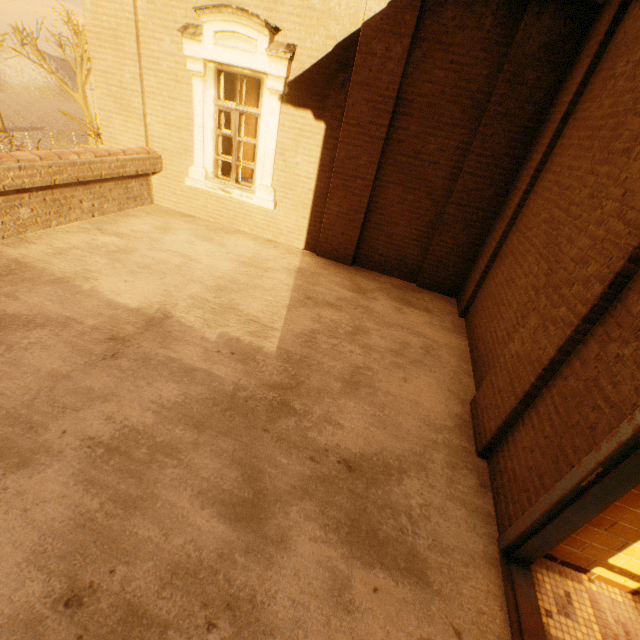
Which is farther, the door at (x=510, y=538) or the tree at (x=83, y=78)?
the tree at (x=83, y=78)

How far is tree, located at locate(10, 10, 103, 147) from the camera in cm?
1398

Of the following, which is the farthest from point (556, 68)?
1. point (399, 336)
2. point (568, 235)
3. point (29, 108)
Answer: point (29, 108)

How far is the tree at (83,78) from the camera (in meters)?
13.98

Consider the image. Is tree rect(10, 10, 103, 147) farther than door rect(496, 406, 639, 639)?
Yes
